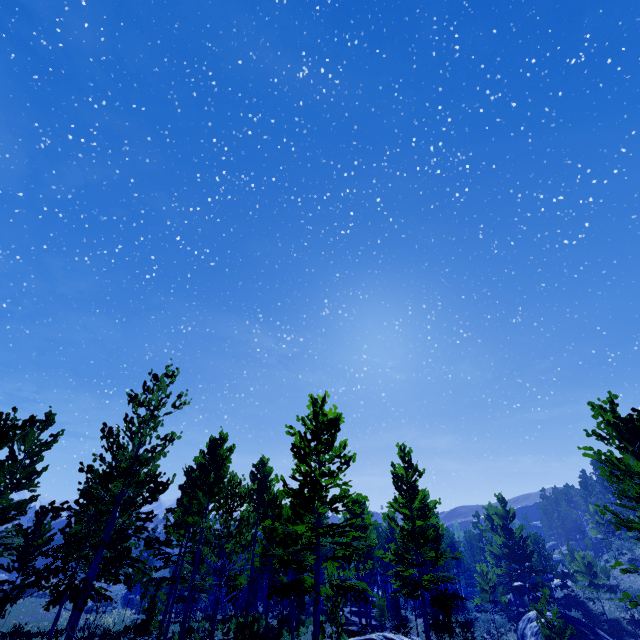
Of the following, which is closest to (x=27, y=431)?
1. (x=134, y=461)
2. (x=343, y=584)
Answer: (x=134, y=461)

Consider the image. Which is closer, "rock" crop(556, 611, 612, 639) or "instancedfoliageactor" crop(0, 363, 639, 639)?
"instancedfoliageactor" crop(0, 363, 639, 639)

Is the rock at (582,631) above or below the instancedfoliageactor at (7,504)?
below

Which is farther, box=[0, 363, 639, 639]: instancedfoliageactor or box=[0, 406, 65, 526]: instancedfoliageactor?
box=[0, 363, 639, 639]: instancedfoliageactor

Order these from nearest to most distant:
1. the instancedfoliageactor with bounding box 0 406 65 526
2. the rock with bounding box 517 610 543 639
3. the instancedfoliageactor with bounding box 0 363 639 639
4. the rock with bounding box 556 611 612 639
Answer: the instancedfoliageactor with bounding box 0 406 65 526 → the instancedfoliageactor with bounding box 0 363 639 639 → the rock with bounding box 556 611 612 639 → the rock with bounding box 517 610 543 639
